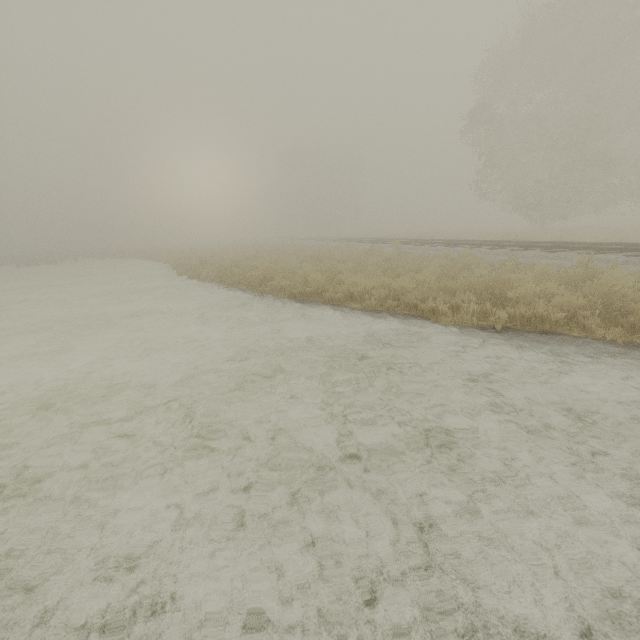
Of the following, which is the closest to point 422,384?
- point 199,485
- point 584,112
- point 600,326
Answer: point 199,485
